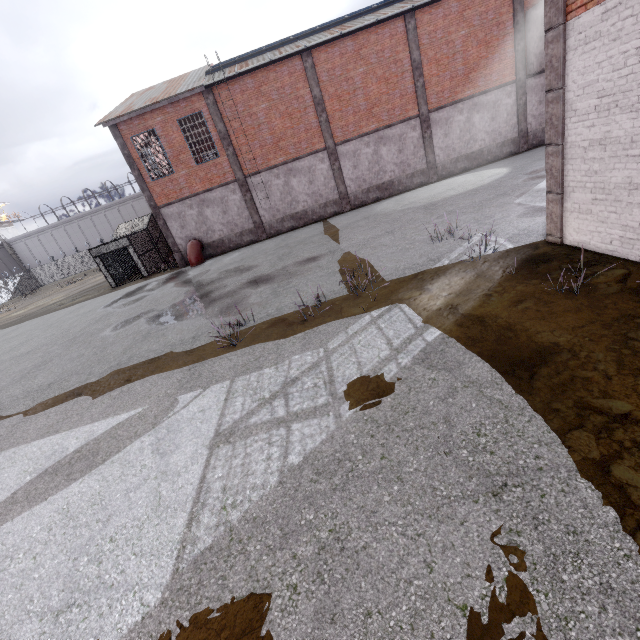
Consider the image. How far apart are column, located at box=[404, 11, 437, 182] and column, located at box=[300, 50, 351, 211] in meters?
5.3

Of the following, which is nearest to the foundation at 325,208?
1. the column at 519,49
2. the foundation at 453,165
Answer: the foundation at 453,165

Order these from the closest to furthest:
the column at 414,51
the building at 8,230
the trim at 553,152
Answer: the trim at 553,152 → the column at 414,51 → the building at 8,230

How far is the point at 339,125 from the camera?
19.6 meters

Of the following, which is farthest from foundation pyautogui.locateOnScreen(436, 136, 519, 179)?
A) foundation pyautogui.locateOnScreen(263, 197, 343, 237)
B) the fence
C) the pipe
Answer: the pipe

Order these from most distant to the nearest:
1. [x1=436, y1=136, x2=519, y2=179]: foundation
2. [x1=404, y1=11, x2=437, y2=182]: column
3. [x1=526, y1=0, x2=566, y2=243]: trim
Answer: [x1=436, y1=136, x2=519, y2=179]: foundation < [x1=404, y1=11, x2=437, y2=182]: column < [x1=526, y1=0, x2=566, y2=243]: trim

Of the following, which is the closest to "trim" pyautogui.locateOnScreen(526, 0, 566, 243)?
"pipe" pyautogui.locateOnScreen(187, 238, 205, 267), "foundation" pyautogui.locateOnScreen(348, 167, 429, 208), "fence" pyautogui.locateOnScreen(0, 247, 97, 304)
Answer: "fence" pyautogui.locateOnScreen(0, 247, 97, 304)

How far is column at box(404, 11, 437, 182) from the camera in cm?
1781
